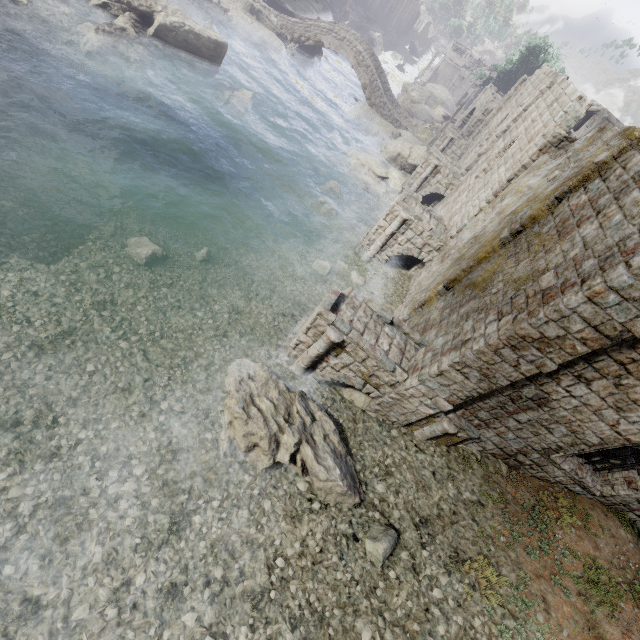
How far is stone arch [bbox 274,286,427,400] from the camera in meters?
9.4 m

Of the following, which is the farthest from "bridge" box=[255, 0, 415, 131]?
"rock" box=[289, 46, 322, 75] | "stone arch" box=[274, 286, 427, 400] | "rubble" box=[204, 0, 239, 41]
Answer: "stone arch" box=[274, 286, 427, 400]

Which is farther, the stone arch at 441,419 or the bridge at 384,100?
the bridge at 384,100

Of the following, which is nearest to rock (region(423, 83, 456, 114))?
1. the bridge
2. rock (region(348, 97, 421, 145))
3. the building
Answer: the building

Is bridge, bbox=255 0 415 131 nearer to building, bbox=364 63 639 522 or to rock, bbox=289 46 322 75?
rock, bbox=289 46 322 75

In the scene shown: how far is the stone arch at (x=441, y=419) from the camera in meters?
9.7

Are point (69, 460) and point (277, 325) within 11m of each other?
yes

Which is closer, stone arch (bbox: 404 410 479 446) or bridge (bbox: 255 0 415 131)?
stone arch (bbox: 404 410 479 446)
